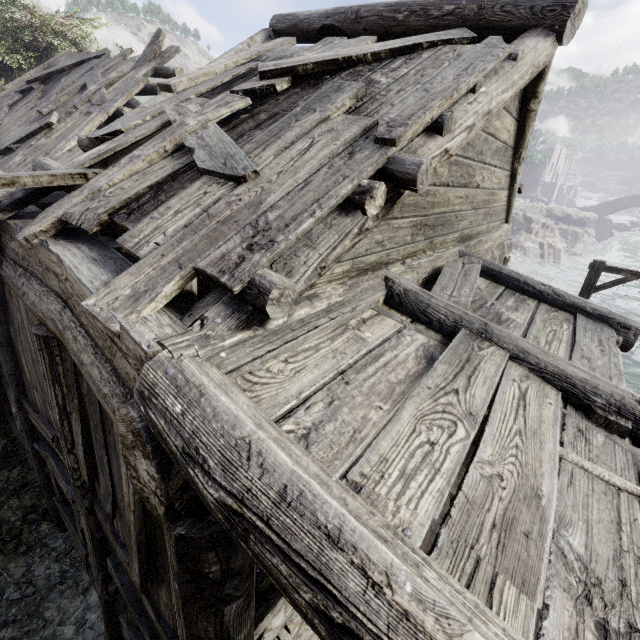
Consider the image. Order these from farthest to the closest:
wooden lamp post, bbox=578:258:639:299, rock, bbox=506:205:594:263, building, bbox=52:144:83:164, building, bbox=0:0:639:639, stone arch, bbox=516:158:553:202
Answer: stone arch, bbox=516:158:553:202
rock, bbox=506:205:594:263
wooden lamp post, bbox=578:258:639:299
building, bbox=52:144:83:164
building, bbox=0:0:639:639

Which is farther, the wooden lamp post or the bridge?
the bridge

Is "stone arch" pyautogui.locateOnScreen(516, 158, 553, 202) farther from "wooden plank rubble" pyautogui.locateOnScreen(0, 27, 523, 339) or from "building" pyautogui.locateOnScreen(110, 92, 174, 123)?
"wooden plank rubble" pyautogui.locateOnScreen(0, 27, 523, 339)

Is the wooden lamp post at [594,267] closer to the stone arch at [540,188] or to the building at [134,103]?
the building at [134,103]

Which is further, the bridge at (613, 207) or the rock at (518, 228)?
the bridge at (613, 207)

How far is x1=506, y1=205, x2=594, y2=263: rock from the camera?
29.4m

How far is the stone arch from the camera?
50.3 meters

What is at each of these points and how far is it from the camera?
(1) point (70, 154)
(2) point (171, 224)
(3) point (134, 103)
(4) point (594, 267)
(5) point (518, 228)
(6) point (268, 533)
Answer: (1) building, 4.5 meters
(2) wooden plank rubble, 2.2 meters
(3) building, 11.2 meters
(4) wooden lamp post, 8.9 meters
(5) rock, 29.9 meters
(6) building, 1.2 meters
